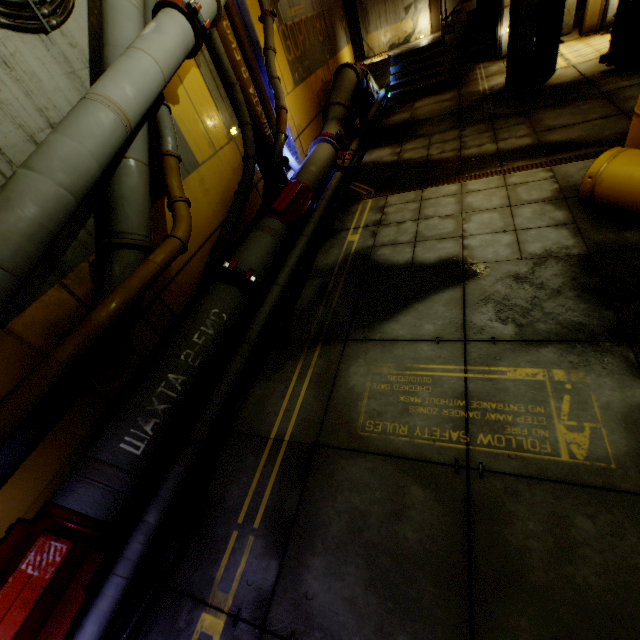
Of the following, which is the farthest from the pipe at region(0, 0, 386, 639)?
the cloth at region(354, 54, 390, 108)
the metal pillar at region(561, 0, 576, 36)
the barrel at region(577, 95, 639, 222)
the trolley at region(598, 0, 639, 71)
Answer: the trolley at region(598, 0, 639, 71)

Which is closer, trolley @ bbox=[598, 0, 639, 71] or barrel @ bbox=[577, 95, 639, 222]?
barrel @ bbox=[577, 95, 639, 222]

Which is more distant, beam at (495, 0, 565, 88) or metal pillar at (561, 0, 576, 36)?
metal pillar at (561, 0, 576, 36)

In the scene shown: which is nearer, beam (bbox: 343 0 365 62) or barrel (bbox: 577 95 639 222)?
barrel (bbox: 577 95 639 222)

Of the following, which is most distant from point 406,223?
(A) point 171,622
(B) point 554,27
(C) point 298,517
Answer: (B) point 554,27

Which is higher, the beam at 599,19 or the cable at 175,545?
the beam at 599,19

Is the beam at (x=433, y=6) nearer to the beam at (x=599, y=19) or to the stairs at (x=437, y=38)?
the stairs at (x=437, y=38)

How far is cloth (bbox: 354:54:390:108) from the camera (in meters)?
12.48
